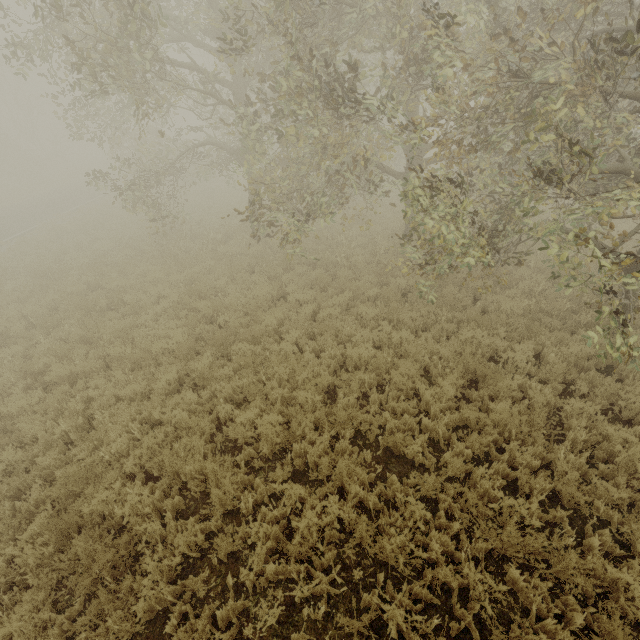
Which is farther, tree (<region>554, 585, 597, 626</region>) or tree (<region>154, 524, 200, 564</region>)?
tree (<region>154, 524, 200, 564</region>)

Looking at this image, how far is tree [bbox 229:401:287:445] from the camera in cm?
573

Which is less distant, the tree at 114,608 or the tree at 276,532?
the tree at 114,608

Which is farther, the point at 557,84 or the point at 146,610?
the point at 557,84

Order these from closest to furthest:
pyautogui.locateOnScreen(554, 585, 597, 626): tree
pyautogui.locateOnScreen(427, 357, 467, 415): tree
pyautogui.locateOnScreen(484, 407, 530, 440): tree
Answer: pyautogui.locateOnScreen(554, 585, 597, 626): tree → pyautogui.locateOnScreen(484, 407, 530, 440): tree → pyautogui.locateOnScreen(427, 357, 467, 415): tree
